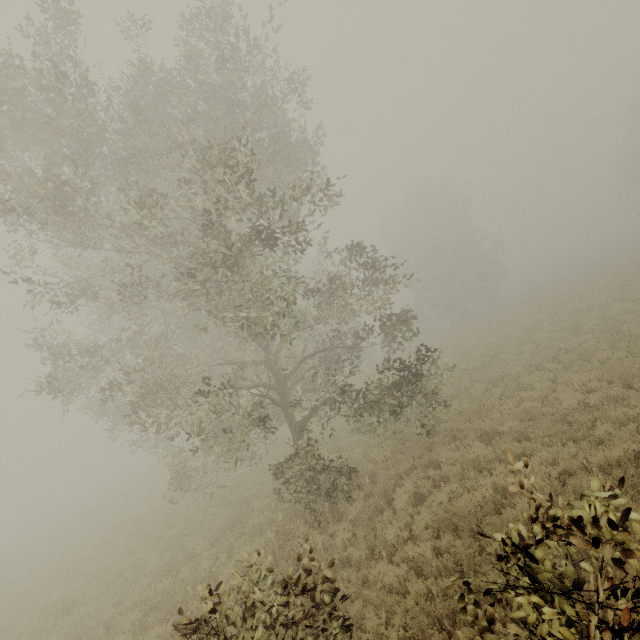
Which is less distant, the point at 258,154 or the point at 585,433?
the point at 585,433
